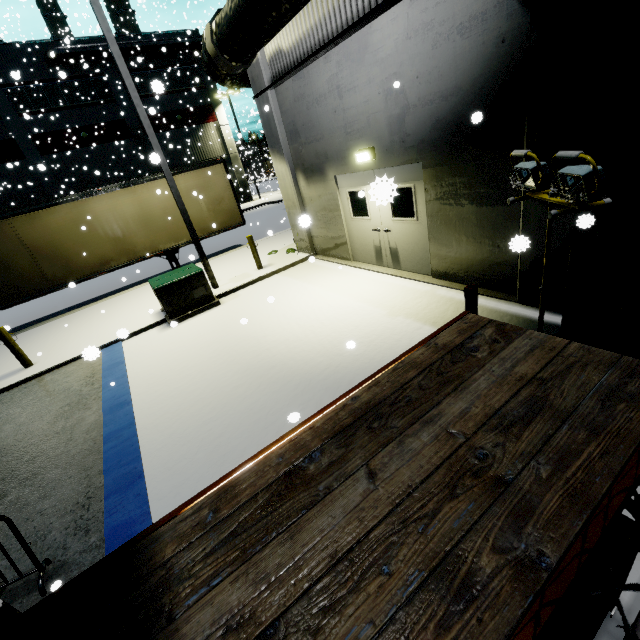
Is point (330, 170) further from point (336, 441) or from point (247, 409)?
point (336, 441)

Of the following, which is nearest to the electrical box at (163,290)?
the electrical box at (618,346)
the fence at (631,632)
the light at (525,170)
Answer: the light at (525,170)

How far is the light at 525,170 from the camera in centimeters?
241cm

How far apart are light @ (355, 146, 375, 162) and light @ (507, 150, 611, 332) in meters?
4.4 m

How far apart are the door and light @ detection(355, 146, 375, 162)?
0.2m

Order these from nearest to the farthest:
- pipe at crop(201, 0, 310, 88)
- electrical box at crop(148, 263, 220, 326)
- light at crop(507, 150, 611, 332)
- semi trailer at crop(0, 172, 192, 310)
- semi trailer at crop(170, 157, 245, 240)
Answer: light at crop(507, 150, 611, 332), pipe at crop(201, 0, 310, 88), electrical box at crop(148, 263, 220, 326), semi trailer at crop(0, 172, 192, 310), semi trailer at crop(170, 157, 245, 240)

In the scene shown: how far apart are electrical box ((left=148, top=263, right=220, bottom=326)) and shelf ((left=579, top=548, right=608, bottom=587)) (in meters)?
8.03
